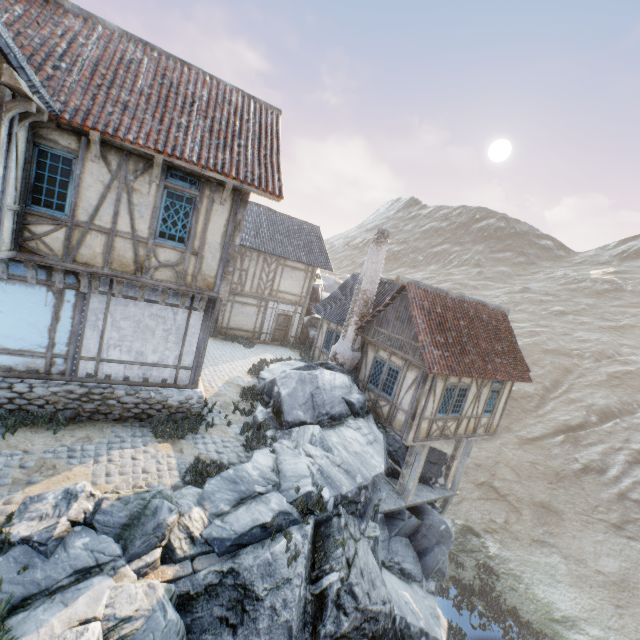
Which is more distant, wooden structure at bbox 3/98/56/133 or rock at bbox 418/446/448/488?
rock at bbox 418/446/448/488

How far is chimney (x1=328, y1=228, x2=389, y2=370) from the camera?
14.9m

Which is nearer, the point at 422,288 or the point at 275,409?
the point at 275,409

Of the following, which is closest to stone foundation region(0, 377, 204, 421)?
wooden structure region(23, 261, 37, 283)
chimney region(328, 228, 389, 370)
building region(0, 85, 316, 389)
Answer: building region(0, 85, 316, 389)

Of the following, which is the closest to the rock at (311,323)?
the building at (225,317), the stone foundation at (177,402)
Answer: the building at (225,317)

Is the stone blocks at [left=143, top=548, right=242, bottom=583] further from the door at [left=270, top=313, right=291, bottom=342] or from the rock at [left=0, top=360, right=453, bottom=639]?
the door at [left=270, top=313, right=291, bottom=342]

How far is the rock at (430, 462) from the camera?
15.5 meters

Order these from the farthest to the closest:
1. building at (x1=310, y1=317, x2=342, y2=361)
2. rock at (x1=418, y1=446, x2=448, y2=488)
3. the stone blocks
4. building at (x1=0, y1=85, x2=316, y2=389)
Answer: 1. building at (x1=310, y1=317, x2=342, y2=361)
2. rock at (x1=418, y1=446, x2=448, y2=488)
3. building at (x1=0, y1=85, x2=316, y2=389)
4. the stone blocks
